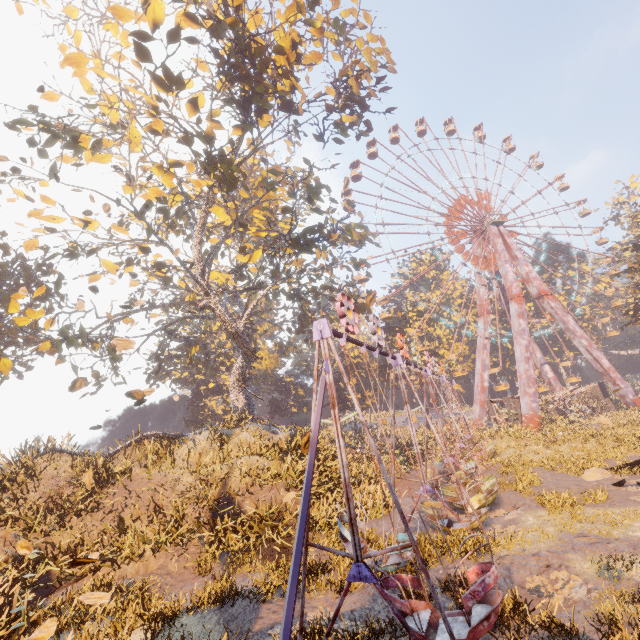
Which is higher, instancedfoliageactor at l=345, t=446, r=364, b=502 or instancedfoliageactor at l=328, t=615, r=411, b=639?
instancedfoliageactor at l=345, t=446, r=364, b=502

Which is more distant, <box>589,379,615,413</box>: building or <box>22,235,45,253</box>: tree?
<box>589,379,615,413</box>: building

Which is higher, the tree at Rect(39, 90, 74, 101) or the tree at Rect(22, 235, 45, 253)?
the tree at Rect(39, 90, 74, 101)

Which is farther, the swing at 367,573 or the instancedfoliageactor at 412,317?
the instancedfoliageactor at 412,317

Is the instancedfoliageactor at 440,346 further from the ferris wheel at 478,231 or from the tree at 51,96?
the tree at 51,96

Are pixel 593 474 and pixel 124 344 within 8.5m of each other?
yes

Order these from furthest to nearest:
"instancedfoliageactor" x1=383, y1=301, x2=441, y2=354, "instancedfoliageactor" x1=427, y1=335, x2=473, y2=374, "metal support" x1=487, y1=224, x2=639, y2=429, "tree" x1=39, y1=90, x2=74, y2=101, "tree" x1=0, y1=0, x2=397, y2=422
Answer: "instancedfoliageactor" x1=383, y1=301, x2=441, y2=354 < "instancedfoliageactor" x1=427, y1=335, x2=473, y2=374 < "metal support" x1=487, y1=224, x2=639, y2=429 < "tree" x1=39, y1=90, x2=74, y2=101 < "tree" x1=0, y1=0, x2=397, y2=422

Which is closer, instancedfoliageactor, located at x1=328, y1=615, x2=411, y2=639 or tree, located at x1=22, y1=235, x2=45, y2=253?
instancedfoliageactor, located at x1=328, y1=615, x2=411, y2=639
